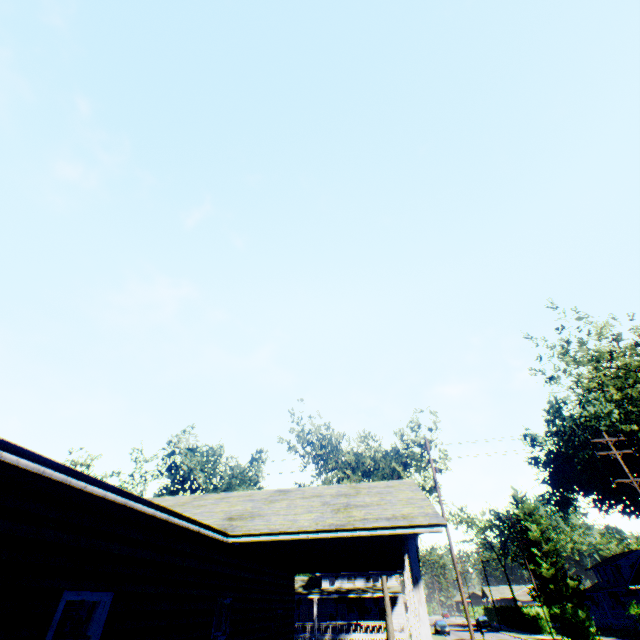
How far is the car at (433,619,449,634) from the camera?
45.8 meters

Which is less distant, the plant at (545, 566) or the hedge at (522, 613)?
the hedge at (522, 613)

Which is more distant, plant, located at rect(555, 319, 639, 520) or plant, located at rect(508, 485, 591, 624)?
plant, located at rect(508, 485, 591, 624)

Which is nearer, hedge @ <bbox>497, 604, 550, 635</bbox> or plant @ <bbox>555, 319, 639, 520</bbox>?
plant @ <bbox>555, 319, 639, 520</bbox>

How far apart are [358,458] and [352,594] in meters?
17.5 m

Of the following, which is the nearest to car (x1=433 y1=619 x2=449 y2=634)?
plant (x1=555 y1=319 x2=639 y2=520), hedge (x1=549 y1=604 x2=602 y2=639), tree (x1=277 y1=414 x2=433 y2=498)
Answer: hedge (x1=549 y1=604 x2=602 y2=639)

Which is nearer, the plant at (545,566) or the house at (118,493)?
the house at (118,493)

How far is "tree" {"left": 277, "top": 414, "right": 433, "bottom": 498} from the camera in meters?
32.9 m
